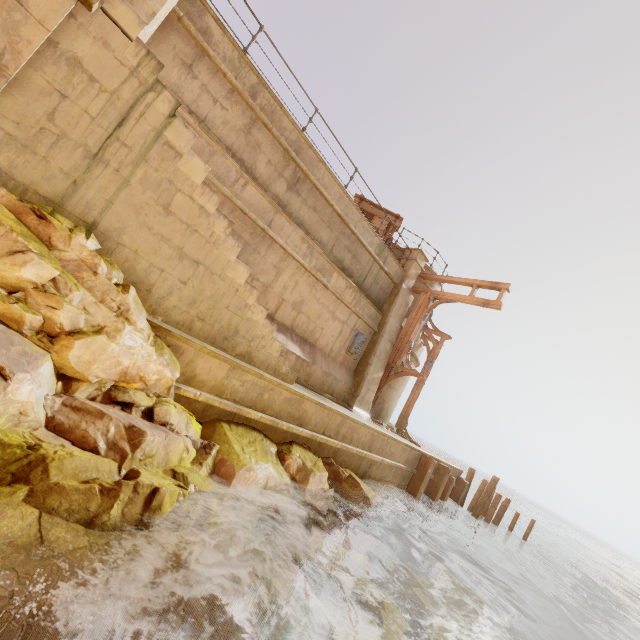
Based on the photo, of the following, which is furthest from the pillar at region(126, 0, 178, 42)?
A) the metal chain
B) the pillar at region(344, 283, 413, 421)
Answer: the pillar at region(344, 283, 413, 421)

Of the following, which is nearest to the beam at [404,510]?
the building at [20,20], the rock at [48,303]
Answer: the rock at [48,303]

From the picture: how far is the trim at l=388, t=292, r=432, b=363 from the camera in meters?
12.7

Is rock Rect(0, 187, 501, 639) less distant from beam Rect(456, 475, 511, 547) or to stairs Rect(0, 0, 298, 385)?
stairs Rect(0, 0, 298, 385)

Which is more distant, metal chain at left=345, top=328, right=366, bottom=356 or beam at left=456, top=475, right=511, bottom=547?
beam at left=456, top=475, right=511, bottom=547

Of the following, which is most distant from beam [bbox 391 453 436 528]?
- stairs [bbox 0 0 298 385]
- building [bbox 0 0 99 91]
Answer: building [bbox 0 0 99 91]

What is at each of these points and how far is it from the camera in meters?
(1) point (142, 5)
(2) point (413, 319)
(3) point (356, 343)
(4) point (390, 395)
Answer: (1) pillar, 5.4
(2) trim, 13.0
(3) metal chain, 11.4
(4) building, 13.4

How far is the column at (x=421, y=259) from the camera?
13.0m
